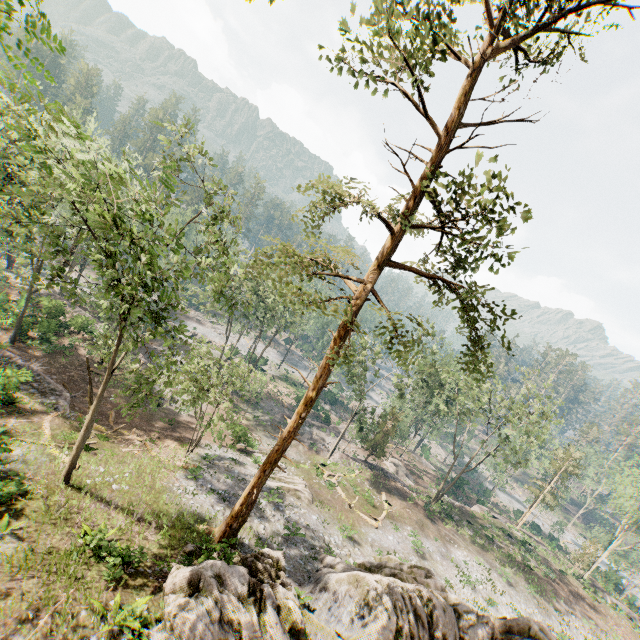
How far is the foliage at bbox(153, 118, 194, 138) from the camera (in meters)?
16.53

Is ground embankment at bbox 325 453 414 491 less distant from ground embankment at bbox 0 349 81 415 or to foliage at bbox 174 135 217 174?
foliage at bbox 174 135 217 174

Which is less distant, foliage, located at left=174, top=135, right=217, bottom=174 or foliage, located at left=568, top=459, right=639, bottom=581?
foliage, located at left=174, top=135, right=217, bottom=174

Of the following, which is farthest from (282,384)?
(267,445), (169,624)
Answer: (169,624)

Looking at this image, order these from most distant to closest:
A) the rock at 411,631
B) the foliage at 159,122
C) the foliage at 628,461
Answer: the foliage at 628,461, the foliage at 159,122, the rock at 411,631

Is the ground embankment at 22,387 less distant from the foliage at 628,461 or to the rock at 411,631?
the foliage at 628,461
